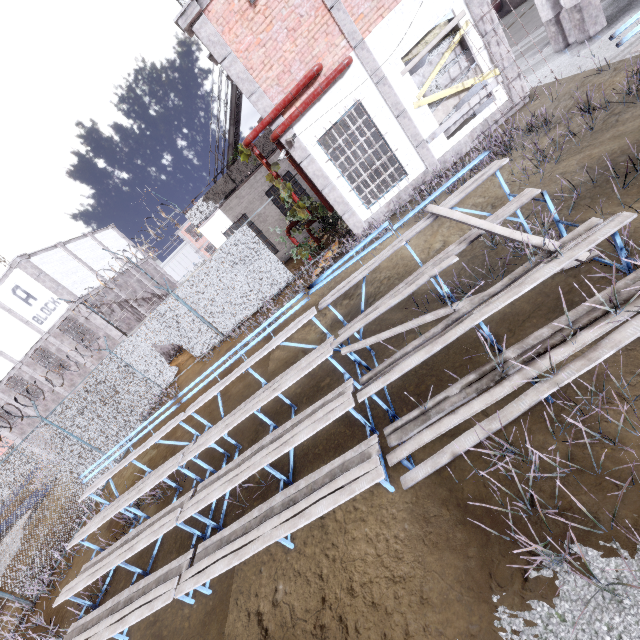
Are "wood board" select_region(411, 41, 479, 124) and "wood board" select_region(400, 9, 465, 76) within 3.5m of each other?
yes

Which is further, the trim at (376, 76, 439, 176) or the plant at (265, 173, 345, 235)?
the plant at (265, 173, 345, 235)

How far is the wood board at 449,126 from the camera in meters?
9.1

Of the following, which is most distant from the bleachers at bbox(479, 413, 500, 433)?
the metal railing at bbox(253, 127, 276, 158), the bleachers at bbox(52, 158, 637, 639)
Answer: the metal railing at bbox(253, 127, 276, 158)

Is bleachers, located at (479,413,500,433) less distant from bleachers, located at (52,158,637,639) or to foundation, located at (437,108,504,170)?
bleachers, located at (52,158,637,639)

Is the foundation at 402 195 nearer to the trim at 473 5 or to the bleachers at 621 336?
the trim at 473 5

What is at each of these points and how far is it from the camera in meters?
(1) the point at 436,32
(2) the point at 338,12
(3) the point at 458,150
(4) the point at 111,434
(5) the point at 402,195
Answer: (1) wood board, 8.5 m
(2) trim, 8.1 m
(3) foundation, 9.6 m
(4) fence, 11.6 m
(5) foundation, 10.1 m

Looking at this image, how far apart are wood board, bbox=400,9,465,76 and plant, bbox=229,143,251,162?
4.2m
